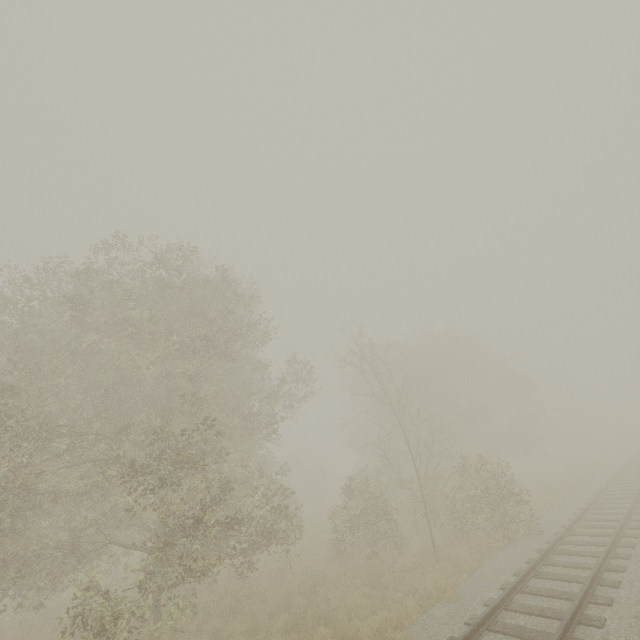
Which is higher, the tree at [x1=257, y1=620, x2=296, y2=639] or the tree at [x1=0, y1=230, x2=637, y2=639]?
the tree at [x1=0, y1=230, x2=637, y2=639]

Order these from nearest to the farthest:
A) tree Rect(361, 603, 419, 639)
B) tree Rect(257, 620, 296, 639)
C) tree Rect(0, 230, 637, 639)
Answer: tree Rect(361, 603, 419, 639) < tree Rect(257, 620, 296, 639) < tree Rect(0, 230, 637, 639)

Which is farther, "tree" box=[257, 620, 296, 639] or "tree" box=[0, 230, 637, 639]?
"tree" box=[0, 230, 637, 639]

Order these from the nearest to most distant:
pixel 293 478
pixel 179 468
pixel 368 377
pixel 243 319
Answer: pixel 179 468
pixel 243 319
pixel 368 377
pixel 293 478

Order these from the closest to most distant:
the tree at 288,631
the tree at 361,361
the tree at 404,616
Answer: the tree at 404,616, the tree at 288,631, the tree at 361,361

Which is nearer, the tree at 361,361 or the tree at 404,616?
the tree at 404,616
